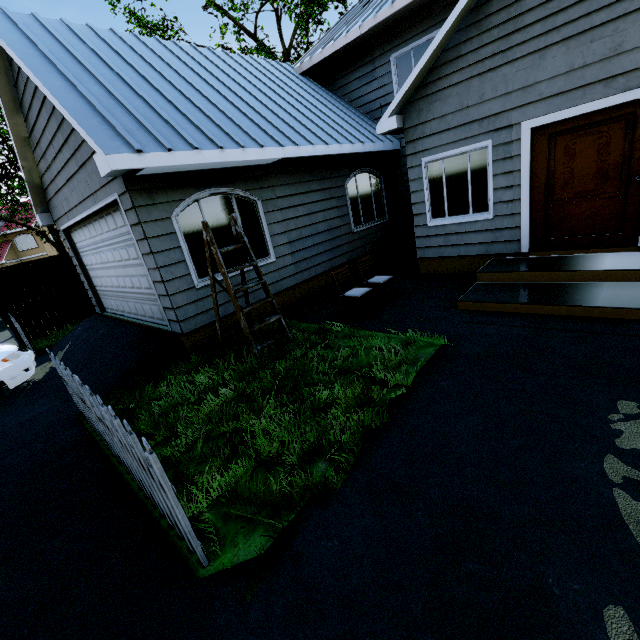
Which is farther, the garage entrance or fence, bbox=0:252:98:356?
fence, bbox=0:252:98:356

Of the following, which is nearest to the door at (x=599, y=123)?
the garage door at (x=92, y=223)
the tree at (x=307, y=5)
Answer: the tree at (x=307, y=5)

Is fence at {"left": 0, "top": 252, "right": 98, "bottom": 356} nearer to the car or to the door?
the car

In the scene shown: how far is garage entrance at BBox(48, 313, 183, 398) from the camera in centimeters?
556cm

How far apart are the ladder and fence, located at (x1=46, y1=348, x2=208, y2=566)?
2.0m

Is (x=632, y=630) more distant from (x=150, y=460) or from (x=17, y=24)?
(x=17, y=24)

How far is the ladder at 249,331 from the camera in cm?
470

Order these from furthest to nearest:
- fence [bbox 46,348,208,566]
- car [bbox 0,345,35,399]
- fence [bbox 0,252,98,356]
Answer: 1. fence [bbox 0,252,98,356]
2. car [bbox 0,345,35,399]
3. fence [bbox 46,348,208,566]
